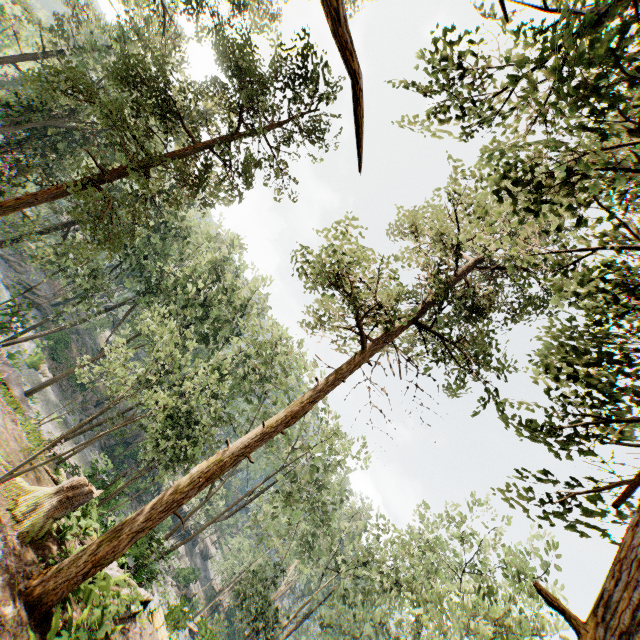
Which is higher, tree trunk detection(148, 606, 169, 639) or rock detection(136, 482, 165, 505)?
tree trunk detection(148, 606, 169, 639)

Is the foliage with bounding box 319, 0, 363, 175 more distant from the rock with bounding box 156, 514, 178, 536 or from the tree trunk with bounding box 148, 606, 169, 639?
the tree trunk with bounding box 148, 606, 169, 639

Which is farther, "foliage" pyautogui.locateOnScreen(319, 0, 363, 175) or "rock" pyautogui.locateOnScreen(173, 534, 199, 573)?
"rock" pyautogui.locateOnScreen(173, 534, 199, 573)

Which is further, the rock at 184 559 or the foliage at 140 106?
the rock at 184 559

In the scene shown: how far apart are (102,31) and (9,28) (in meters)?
13.08

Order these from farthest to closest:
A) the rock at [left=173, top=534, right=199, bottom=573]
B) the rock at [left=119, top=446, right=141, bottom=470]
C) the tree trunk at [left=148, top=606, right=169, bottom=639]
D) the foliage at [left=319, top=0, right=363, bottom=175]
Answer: the rock at [left=119, top=446, right=141, bottom=470] < the rock at [left=173, top=534, right=199, bottom=573] < the tree trunk at [left=148, top=606, right=169, bottom=639] < the foliage at [left=319, top=0, right=363, bottom=175]

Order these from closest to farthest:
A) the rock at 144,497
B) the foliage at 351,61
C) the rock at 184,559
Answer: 1. the foliage at 351,61
2. the rock at 184,559
3. the rock at 144,497
